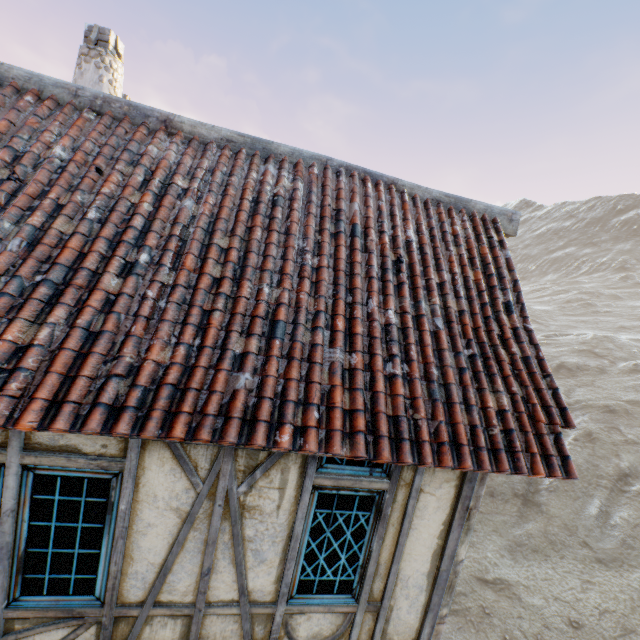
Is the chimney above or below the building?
above

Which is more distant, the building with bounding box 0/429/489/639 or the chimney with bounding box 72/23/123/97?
the chimney with bounding box 72/23/123/97

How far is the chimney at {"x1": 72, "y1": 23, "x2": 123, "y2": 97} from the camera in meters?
5.9 m

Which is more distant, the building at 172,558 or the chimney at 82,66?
the chimney at 82,66

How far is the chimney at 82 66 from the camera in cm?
587

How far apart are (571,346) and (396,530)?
41.30m
